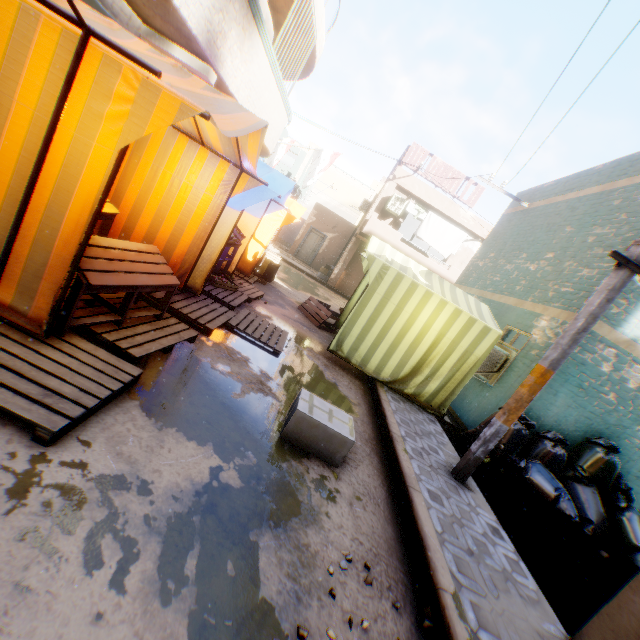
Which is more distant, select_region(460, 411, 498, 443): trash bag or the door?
the door

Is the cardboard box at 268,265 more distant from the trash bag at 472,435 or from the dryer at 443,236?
the dryer at 443,236

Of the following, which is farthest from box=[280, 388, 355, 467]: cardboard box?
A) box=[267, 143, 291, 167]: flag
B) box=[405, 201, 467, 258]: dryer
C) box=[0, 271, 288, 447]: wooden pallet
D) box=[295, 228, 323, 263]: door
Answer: box=[267, 143, 291, 167]: flag

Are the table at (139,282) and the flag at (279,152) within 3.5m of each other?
no

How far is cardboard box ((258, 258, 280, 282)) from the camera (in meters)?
10.55

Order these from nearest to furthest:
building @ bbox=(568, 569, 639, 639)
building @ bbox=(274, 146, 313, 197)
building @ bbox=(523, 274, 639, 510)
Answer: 1. building @ bbox=(568, 569, 639, 639)
2. building @ bbox=(523, 274, 639, 510)
3. building @ bbox=(274, 146, 313, 197)

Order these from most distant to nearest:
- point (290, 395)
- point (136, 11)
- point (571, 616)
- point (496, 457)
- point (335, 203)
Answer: point (335, 203) < point (496, 457) < point (136, 11) < point (290, 395) < point (571, 616)

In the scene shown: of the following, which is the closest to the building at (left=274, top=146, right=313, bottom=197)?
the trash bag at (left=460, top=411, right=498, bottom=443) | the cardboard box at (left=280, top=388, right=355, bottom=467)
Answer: the trash bag at (left=460, top=411, right=498, bottom=443)
